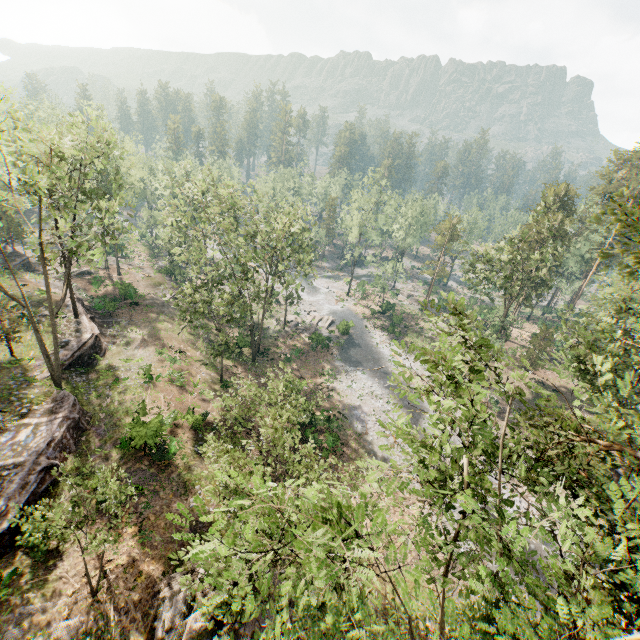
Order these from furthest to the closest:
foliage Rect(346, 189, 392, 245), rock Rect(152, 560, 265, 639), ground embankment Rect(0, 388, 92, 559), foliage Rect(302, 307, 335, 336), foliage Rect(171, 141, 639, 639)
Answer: foliage Rect(346, 189, 392, 245), foliage Rect(302, 307, 335, 336), ground embankment Rect(0, 388, 92, 559), rock Rect(152, 560, 265, 639), foliage Rect(171, 141, 639, 639)

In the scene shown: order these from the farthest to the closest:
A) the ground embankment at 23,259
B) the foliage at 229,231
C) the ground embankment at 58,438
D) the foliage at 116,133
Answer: the ground embankment at 23,259
the foliage at 229,231
the foliage at 116,133
the ground embankment at 58,438

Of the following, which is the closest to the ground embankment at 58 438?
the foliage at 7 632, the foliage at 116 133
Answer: the foliage at 116 133

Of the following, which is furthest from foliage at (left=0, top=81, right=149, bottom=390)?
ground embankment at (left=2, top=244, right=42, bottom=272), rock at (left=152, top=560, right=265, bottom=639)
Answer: rock at (left=152, top=560, right=265, bottom=639)

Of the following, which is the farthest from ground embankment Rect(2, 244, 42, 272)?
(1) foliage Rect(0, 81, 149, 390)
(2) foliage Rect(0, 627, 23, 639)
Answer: (2) foliage Rect(0, 627, 23, 639)

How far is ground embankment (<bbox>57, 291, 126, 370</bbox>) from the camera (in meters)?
26.88

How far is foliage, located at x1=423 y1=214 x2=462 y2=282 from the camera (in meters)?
54.97

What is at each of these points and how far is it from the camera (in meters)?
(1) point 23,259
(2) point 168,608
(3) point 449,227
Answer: (1) ground embankment, 42.19
(2) rock, 14.58
(3) foliage, 54.66
